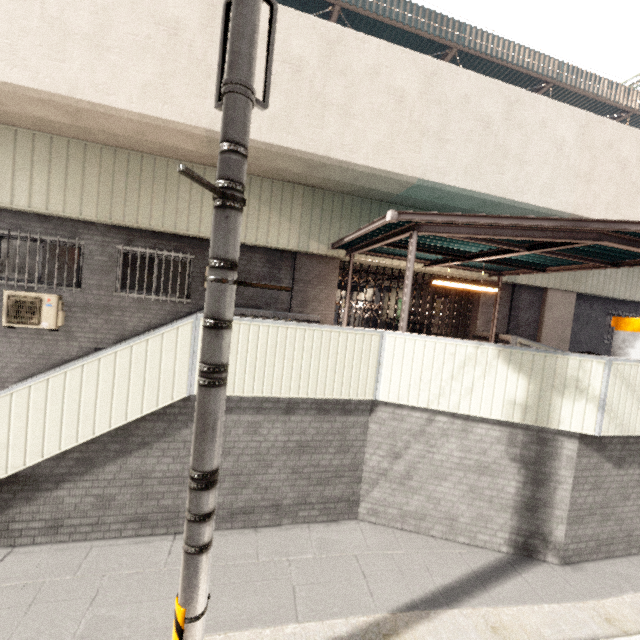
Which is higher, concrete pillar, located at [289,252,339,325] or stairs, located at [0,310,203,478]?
concrete pillar, located at [289,252,339,325]

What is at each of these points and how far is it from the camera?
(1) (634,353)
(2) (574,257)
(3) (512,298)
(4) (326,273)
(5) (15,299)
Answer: (1) ticket machine, 5.6m
(2) exterior awning, 6.7m
(3) concrete pillar, 11.5m
(4) concrete pillar, 9.7m
(5) air conditioner, 7.6m

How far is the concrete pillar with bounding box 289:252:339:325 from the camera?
9.5m

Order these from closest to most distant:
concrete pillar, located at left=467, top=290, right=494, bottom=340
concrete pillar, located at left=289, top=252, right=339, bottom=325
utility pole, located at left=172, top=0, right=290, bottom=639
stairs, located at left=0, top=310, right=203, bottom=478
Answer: utility pole, located at left=172, top=0, right=290, bottom=639
stairs, located at left=0, top=310, right=203, bottom=478
concrete pillar, located at left=289, top=252, right=339, bottom=325
concrete pillar, located at left=467, top=290, right=494, bottom=340

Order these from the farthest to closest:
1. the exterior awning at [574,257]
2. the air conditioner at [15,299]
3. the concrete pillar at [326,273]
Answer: the concrete pillar at [326,273], the air conditioner at [15,299], the exterior awning at [574,257]

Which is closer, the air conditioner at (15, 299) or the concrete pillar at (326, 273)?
the air conditioner at (15, 299)

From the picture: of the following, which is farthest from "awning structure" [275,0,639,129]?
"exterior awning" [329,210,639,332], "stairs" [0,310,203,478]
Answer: "stairs" [0,310,203,478]

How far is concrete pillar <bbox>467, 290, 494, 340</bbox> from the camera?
11.30m
